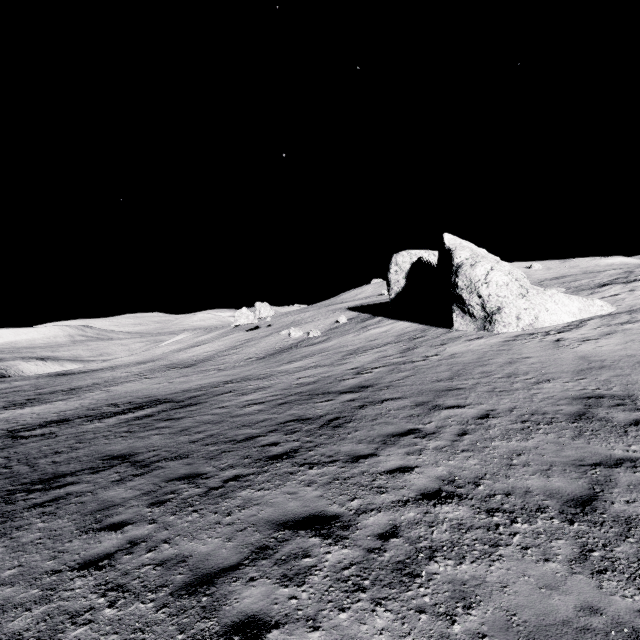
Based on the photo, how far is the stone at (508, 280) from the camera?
19.3m

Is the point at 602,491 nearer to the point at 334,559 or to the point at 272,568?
the point at 334,559

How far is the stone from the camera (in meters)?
19.33
